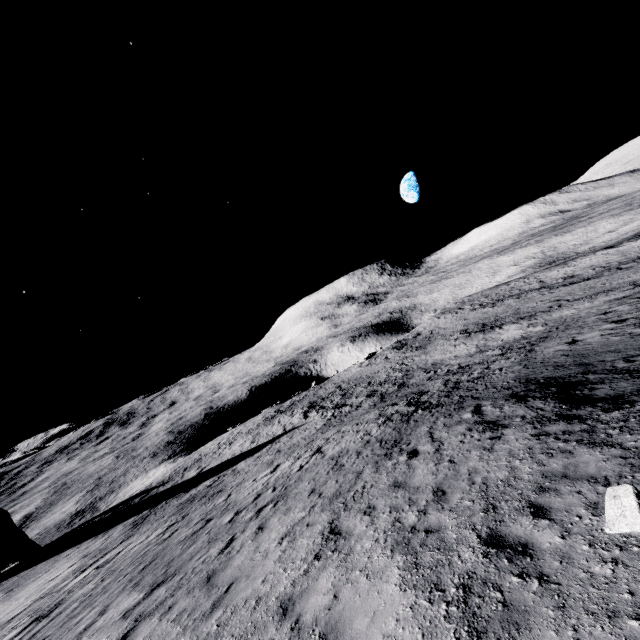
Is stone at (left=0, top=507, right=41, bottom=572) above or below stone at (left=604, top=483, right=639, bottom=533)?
below

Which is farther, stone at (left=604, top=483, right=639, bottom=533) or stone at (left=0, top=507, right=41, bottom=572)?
stone at (left=0, top=507, right=41, bottom=572)

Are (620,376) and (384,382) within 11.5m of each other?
no

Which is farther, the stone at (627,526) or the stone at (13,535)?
the stone at (13,535)

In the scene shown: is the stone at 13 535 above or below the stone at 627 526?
below
